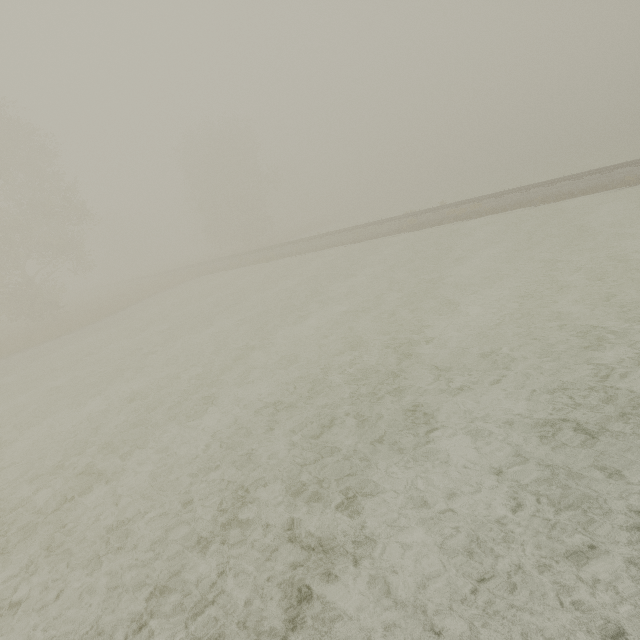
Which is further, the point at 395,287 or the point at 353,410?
the point at 395,287
